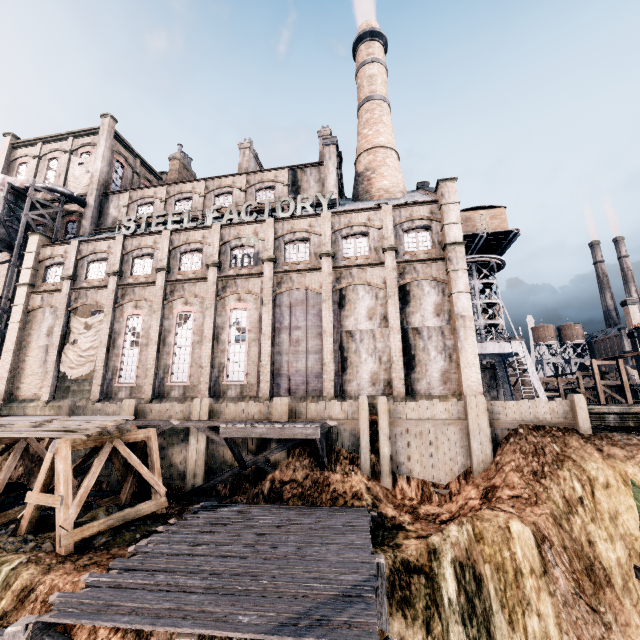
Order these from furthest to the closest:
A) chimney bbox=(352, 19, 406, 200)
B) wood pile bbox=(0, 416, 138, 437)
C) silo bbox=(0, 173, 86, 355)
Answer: chimney bbox=(352, 19, 406, 200) < silo bbox=(0, 173, 86, 355) < wood pile bbox=(0, 416, 138, 437)

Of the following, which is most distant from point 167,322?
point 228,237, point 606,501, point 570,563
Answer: point 606,501

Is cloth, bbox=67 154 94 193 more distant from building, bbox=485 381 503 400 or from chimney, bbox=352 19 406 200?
chimney, bbox=352 19 406 200

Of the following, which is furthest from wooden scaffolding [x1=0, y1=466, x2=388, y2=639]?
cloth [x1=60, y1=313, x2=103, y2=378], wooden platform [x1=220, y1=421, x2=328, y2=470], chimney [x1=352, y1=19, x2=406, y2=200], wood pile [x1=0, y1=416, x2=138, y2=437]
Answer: chimney [x1=352, y1=19, x2=406, y2=200]

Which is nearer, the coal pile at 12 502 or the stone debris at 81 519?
the stone debris at 81 519

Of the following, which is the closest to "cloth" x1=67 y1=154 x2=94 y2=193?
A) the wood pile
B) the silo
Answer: the silo

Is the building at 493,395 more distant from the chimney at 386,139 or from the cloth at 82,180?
the chimney at 386,139

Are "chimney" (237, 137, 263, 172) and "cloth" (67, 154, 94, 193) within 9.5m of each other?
no
